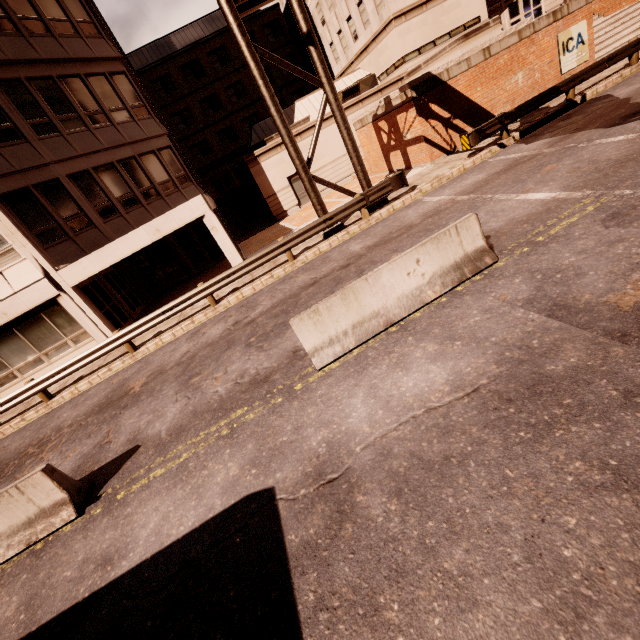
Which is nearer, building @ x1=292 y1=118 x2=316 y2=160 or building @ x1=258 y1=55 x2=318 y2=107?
building @ x1=292 y1=118 x2=316 y2=160

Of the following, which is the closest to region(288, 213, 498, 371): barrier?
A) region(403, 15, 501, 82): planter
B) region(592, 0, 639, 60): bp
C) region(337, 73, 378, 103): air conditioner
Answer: region(403, 15, 501, 82): planter

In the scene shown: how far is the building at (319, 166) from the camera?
23.8m

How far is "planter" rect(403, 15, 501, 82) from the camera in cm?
1555

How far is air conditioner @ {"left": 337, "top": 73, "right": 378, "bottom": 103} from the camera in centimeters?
2459cm

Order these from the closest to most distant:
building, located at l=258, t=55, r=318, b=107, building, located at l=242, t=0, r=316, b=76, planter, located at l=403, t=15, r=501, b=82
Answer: planter, located at l=403, t=15, r=501, b=82 < building, located at l=242, t=0, r=316, b=76 < building, located at l=258, t=55, r=318, b=107

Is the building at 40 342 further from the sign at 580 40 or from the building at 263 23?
the sign at 580 40

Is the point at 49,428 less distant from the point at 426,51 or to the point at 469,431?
the point at 469,431
